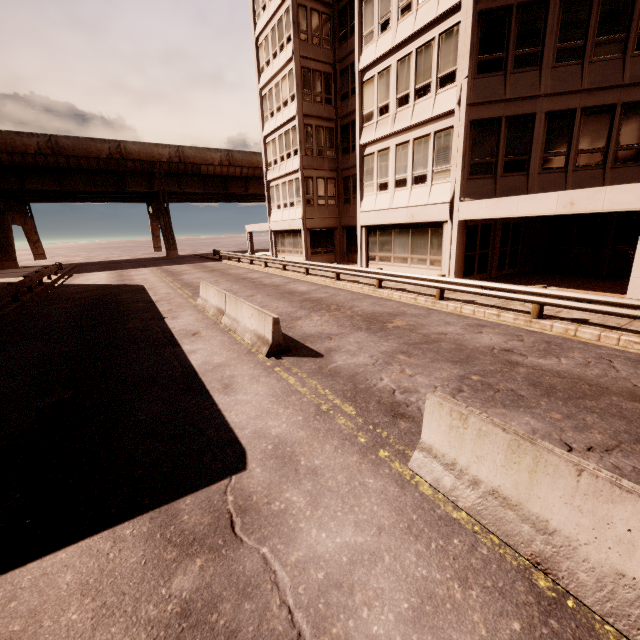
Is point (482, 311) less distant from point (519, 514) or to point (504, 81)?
point (519, 514)

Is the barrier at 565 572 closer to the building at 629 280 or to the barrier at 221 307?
the barrier at 221 307

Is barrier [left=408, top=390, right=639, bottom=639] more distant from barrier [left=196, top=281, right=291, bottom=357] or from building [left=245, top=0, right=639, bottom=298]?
building [left=245, top=0, right=639, bottom=298]

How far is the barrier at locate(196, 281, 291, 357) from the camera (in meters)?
7.96

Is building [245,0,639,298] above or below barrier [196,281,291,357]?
above

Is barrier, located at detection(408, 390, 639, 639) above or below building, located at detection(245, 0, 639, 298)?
below

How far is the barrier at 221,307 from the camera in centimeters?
796cm
